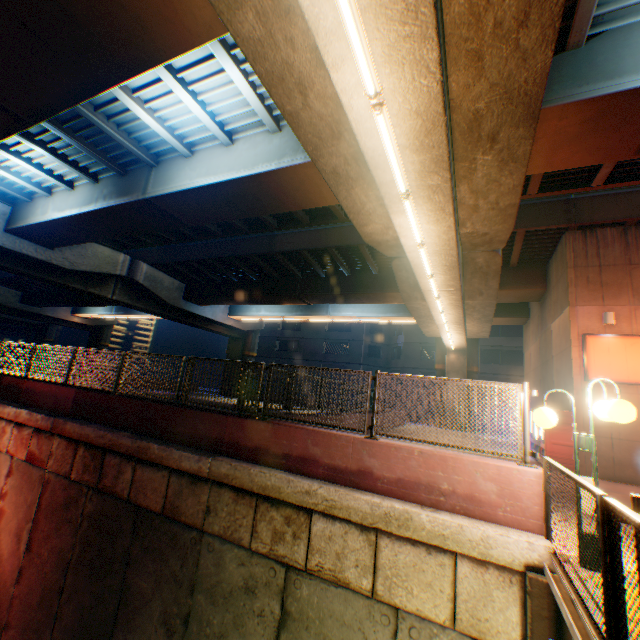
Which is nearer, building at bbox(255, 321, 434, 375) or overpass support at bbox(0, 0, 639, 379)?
overpass support at bbox(0, 0, 639, 379)

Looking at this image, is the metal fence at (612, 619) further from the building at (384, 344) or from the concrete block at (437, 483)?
the building at (384, 344)

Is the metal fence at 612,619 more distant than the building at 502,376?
No

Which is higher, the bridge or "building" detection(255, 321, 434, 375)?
"building" detection(255, 321, 434, 375)

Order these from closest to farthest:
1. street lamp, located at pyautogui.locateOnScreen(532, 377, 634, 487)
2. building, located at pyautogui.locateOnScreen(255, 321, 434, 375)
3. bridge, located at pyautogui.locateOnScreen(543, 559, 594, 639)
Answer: bridge, located at pyautogui.locateOnScreen(543, 559, 594, 639) < street lamp, located at pyautogui.locateOnScreen(532, 377, 634, 487) < building, located at pyautogui.locateOnScreen(255, 321, 434, 375)

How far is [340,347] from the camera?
42.7 meters

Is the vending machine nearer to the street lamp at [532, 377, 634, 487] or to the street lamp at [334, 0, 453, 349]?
the street lamp at [334, 0, 453, 349]

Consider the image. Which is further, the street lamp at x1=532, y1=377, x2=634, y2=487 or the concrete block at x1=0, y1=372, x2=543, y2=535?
the concrete block at x1=0, y1=372, x2=543, y2=535
